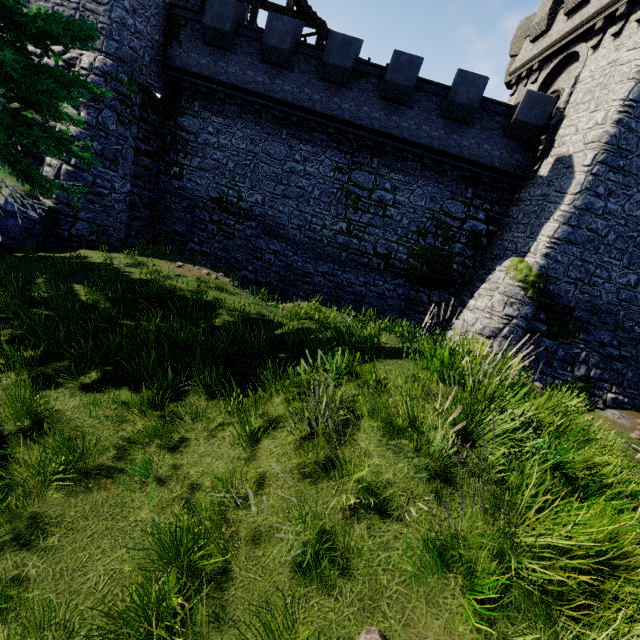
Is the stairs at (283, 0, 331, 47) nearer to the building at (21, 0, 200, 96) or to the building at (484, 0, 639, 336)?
the building at (21, 0, 200, 96)

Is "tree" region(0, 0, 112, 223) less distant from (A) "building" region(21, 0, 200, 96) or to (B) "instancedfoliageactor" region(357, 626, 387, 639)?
(A) "building" region(21, 0, 200, 96)

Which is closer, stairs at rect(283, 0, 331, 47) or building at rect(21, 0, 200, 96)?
building at rect(21, 0, 200, 96)

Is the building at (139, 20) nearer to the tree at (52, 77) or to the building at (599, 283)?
the tree at (52, 77)

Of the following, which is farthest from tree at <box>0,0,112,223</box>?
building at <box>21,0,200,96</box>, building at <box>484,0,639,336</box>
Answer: building at <box>484,0,639,336</box>

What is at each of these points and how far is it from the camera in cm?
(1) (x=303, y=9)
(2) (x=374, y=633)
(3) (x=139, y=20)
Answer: (1) stairs, 1717
(2) instancedfoliageactor, 301
(3) building, 1455

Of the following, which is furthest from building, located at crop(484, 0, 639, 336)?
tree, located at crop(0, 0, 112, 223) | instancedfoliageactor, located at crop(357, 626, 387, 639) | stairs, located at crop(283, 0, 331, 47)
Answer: tree, located at crop(0, 0, 112, 223)

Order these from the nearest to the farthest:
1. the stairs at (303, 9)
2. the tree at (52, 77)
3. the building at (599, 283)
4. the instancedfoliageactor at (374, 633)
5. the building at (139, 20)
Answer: the instancedfoliageactor at (374, 633)
the tree at (52, 77)
the building at (599, 283)
the building at (139, 20)
the stairs at (303, 9)
